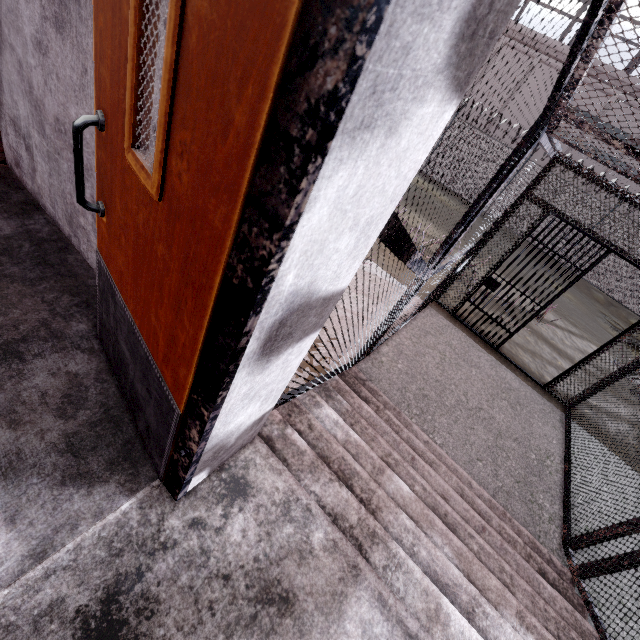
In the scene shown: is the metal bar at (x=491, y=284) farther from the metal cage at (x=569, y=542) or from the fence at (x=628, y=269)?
the fence at (x=628, y=269)

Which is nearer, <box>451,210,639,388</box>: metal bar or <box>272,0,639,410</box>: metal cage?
<box>272,0,639,410</box>: metal cage

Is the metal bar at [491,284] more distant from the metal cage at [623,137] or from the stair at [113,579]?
the stair at [113,579]

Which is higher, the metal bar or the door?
the door

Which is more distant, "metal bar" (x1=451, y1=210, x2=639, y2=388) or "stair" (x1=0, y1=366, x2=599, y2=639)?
"metal bar" (x1=451, y1=210, x2=639, y2=388)

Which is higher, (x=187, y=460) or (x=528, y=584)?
(x=187, y=460)

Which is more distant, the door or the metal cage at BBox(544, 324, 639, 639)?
the metal cage at BBox(544, 324, 639, 639)

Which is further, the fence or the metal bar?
the fence
